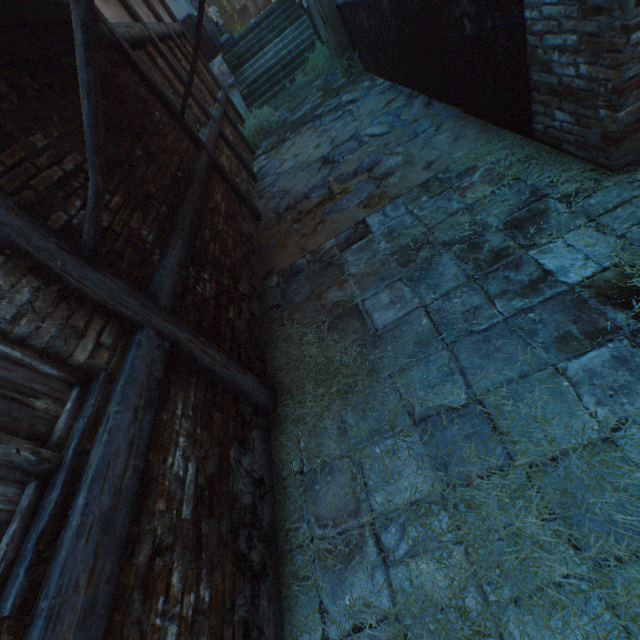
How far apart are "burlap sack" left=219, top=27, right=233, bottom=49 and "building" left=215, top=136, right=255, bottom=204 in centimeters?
1081cm

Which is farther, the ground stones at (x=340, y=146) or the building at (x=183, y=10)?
the building at (x=183, y=10)

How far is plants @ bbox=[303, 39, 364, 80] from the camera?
8.0m

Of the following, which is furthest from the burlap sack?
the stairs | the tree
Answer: the tree

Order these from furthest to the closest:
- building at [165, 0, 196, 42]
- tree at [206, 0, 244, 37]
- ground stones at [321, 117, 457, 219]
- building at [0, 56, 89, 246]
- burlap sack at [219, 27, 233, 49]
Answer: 1. tree at [206, 0, 244, 37]
2. burlap sack at [219, 27, 233, 49]
3. building at [165, 0, 196, 42]
4. ground stones at [321, 117, 457, 219]
5. building at [0, 56, 89, 246]

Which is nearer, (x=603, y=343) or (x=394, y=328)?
(x=603, y=343)

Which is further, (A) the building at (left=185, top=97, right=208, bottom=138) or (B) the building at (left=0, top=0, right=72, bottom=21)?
(A) the building at (left=185, top=97, right=208, bottom=138)

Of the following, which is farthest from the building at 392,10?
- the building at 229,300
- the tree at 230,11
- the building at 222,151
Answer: the building at 229,300
